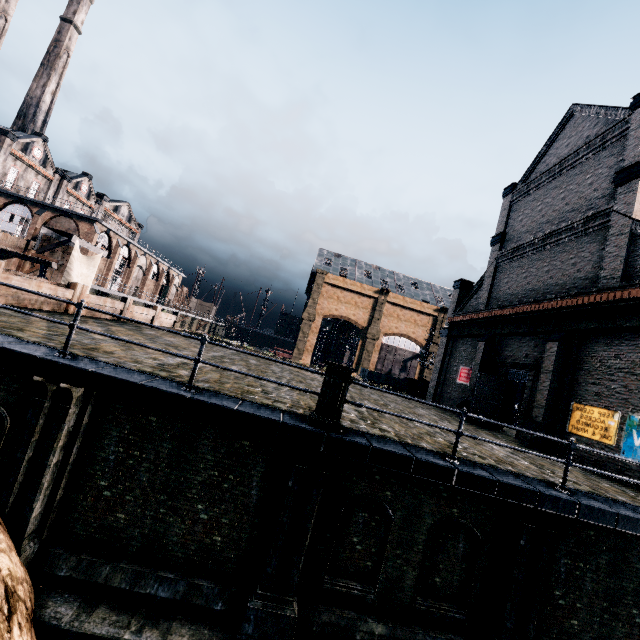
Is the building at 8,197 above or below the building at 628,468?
above

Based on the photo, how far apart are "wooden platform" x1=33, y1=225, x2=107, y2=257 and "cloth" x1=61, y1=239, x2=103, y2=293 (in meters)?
0.01

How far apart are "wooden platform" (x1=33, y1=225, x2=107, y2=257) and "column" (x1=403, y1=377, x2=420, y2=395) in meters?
31.8 m

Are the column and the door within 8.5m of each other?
no

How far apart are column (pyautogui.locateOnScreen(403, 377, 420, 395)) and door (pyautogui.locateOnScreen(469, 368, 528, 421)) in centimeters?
1262cm

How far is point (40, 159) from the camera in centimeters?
4762cm

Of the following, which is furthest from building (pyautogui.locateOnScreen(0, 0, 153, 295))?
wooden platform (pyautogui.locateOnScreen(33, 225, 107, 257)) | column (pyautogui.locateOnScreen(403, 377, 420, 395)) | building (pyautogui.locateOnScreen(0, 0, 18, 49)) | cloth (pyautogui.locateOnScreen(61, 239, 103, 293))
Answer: column (pyautogui.locateOnScreen(403, 377, 420, 395))

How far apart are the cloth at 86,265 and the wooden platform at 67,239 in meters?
0.0 m
